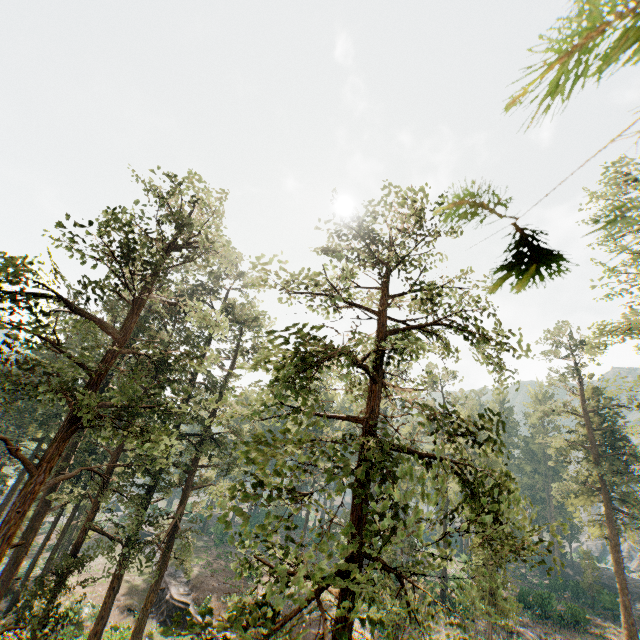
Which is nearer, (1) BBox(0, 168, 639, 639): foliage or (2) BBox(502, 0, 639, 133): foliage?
(2) BBox(502, 0, 639, 133): foliage

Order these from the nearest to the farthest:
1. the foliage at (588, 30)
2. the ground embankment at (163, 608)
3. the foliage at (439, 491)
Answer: the foliage at (588, 30)
the foliage at (439, 491)
the ground embankment at (163, 608)

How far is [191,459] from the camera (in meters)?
26.02

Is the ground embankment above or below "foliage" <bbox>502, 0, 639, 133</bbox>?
below

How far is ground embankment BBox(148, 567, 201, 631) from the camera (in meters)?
28.92

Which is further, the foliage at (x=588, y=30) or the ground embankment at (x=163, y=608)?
the ground embankment at (x=163, y=608)

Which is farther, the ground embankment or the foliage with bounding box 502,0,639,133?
the ground embankment

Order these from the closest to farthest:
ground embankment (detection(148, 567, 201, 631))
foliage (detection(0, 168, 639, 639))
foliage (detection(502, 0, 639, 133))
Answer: foliage (detection(502, 0, 639, 133)), foliage (detection(0, 168, 639, 639)), ground embankment (detection(148, 567, 201, 631))
